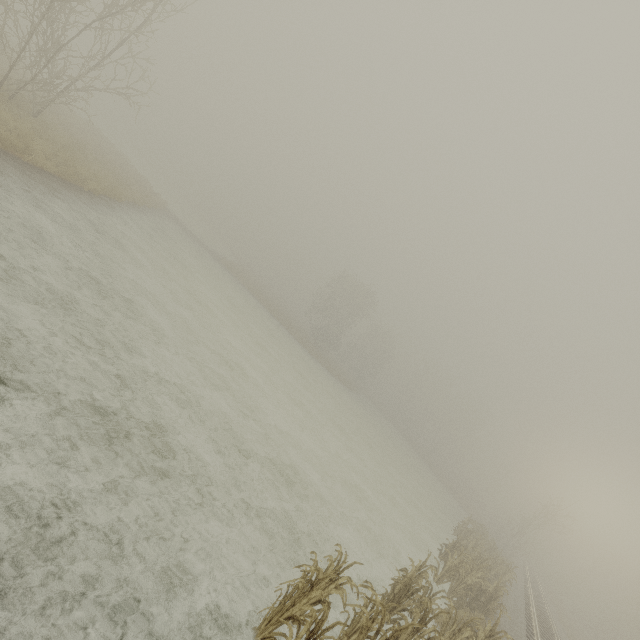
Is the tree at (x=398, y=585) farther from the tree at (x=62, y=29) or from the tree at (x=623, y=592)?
the tree at (x=623, y=592)

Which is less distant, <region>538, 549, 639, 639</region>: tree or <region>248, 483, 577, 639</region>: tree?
<region>248, 483, 577, 639</region>: tree

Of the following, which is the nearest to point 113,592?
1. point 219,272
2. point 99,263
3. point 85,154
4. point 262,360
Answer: point 99,263

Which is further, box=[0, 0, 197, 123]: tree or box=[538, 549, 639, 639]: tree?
box=[538, 549, 639, 639]: tree

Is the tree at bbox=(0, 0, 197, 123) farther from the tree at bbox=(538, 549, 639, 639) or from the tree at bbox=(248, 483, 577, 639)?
the tree at bbox=(538, 549, 639, 639)

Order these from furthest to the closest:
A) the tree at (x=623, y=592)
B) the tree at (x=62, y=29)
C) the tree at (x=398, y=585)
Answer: the tree at (x=623, y=592) → the tree at (x=62, y=29) → the tree at (x=398, y=585)
